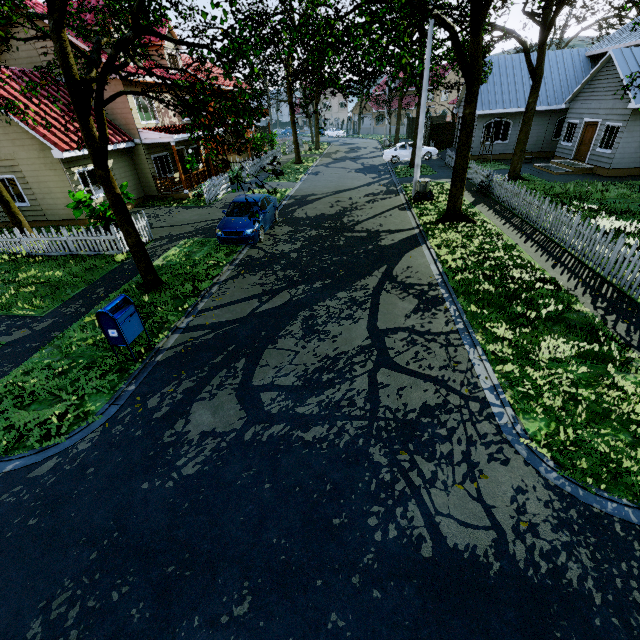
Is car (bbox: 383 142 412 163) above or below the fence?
below

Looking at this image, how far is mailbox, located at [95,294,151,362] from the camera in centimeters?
642cm

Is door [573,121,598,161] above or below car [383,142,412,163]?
above

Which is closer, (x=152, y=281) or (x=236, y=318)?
(x=236, y=318)

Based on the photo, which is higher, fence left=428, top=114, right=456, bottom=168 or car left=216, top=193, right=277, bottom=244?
fence left=428, top=114, right=456, bottom=168

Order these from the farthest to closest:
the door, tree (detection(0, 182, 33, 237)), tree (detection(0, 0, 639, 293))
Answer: the door < tree (detection(0, 182, 33, 237)) < tree (detection(0, 0, 639, 293))

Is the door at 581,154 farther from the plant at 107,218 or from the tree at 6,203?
the plant at 107,218

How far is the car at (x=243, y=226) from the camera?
12.1m
